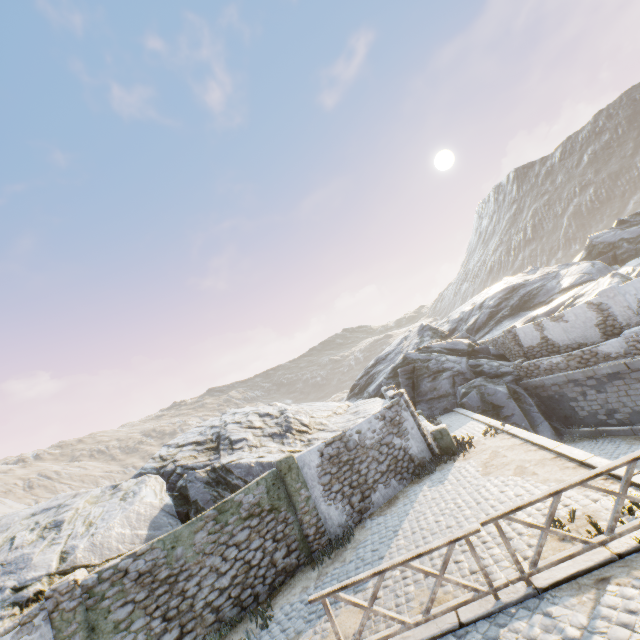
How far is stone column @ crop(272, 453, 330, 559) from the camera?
10.42m

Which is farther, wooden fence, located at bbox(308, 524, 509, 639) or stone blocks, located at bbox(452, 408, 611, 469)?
stone blocks, located at bbox(452, 408, 611, 469)

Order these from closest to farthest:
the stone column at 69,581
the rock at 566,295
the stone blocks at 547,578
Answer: the stone blocks at 547,578
the stone column at 69,581
the rock at 566,295

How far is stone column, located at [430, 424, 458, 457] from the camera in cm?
1332

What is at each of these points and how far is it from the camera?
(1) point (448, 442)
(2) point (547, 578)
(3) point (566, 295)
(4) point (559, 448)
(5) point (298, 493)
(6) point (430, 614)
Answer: (1) stone column, 13.37m
(2) stone blocks, 5.55m
(3) rock, 25.39m
(4) stone blocks, 9.48m
(5) stone column, 10.76m
(6) wooden fence, 5.71m

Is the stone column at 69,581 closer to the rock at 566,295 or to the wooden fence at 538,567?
the rock at 566,295

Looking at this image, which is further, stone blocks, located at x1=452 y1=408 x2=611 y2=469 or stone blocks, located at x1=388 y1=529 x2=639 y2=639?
stone blocks, located at x1=452 y1=408 x2=611 y2=469

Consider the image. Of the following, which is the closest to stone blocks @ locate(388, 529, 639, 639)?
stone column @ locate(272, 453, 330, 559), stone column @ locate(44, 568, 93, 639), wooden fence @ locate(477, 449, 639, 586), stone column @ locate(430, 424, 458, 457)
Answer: wooden fence @ locate(477, 449, 639, 586)
